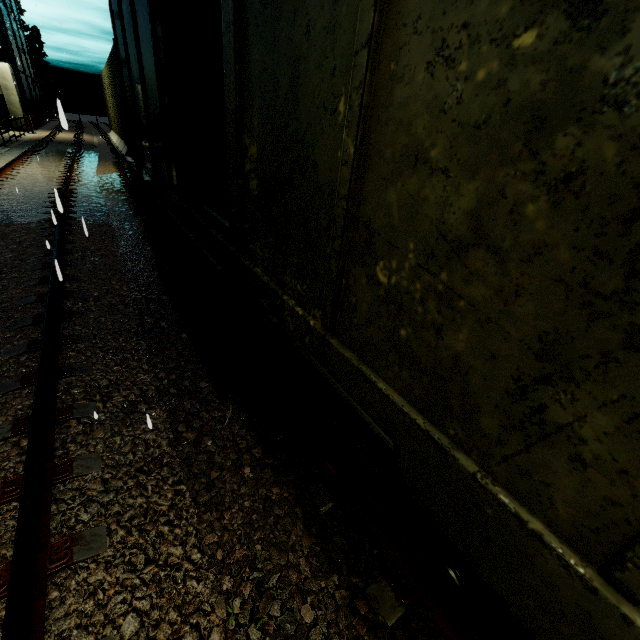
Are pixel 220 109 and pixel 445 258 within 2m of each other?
no

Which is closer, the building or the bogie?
the bogie

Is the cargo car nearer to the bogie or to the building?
the bogie

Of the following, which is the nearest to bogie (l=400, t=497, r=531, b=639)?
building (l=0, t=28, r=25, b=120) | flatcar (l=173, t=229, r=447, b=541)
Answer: flatcar (l=173, t=229, r=447, b=541)

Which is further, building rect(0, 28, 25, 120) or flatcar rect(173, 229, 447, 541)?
building rect(0, 28, 25, 120)

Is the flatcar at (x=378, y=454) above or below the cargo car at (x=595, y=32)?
below

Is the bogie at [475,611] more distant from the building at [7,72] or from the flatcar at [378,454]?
the building at [7,72]
